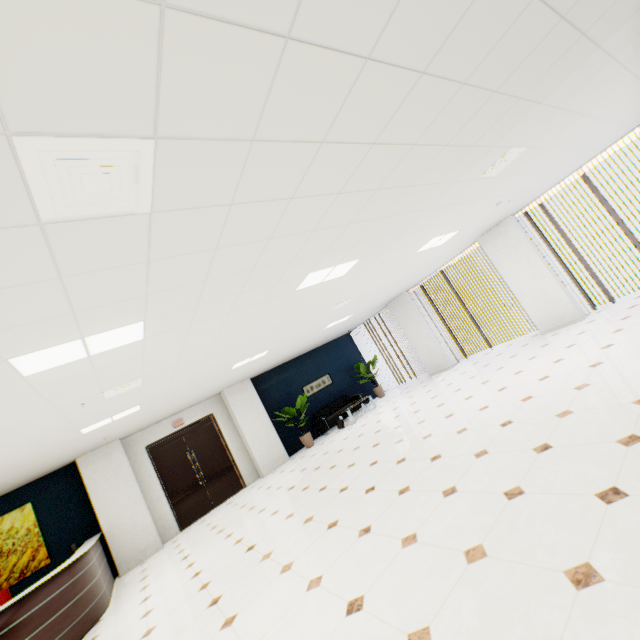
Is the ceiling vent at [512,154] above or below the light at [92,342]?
below

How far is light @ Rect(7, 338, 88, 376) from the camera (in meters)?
2.57

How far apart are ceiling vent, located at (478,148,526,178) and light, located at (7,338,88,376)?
4.3m

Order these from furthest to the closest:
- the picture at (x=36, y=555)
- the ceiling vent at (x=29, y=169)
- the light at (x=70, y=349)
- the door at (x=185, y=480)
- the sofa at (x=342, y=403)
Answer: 1. the sofa at (x=342, y=403)
2. the door at (x=185, y=480)
3. the picture at (x=36, y=555)
4. the light at (x=70, y=349)
5. the ceiling vent at (x=29, y=169)

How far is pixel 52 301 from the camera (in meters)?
2.10

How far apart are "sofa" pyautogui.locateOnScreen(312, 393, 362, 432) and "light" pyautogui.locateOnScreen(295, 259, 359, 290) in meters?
7.3 m

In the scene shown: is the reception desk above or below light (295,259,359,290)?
below

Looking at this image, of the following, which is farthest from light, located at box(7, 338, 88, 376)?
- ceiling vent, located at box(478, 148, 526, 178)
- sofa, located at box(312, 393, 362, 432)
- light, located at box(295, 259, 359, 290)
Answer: sofa, located at box(312, 393, 362, 432)
